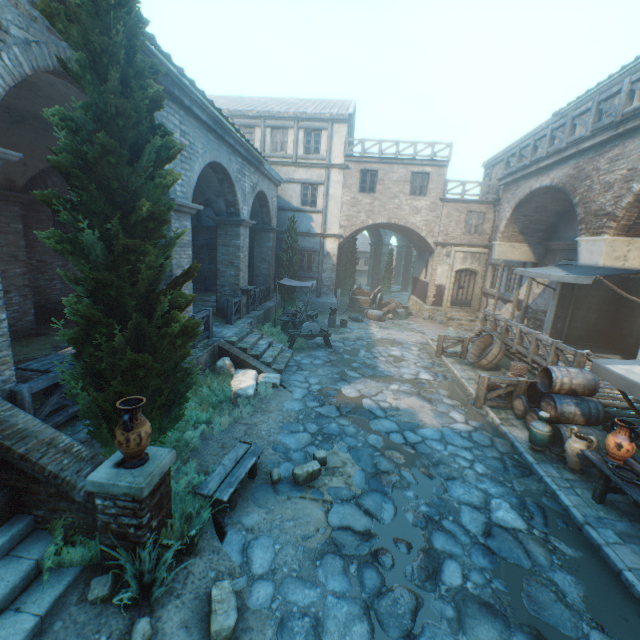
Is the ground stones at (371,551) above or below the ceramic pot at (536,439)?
below

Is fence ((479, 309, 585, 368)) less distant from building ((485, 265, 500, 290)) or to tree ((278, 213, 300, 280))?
building ((485, 265, 500, 290))

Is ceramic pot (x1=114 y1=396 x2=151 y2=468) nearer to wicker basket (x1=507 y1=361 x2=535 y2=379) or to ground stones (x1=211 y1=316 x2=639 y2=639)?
ground stones (x1=211 y1=316 x2=639 y2=639)

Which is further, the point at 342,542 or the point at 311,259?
the point at 311,259

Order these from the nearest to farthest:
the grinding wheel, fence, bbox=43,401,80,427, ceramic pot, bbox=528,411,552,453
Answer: fence, bbox=43,401,80,427 → ceramic pot, bbox=528,411,552,453 → the grinding wheel

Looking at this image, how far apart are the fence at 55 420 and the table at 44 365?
0.0 meters

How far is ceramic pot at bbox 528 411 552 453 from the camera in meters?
6.9

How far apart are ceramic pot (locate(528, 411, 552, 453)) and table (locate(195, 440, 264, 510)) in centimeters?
580cm
